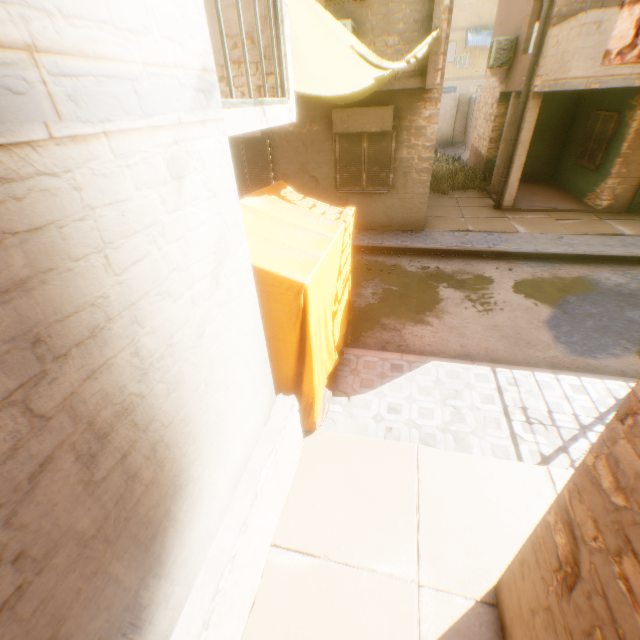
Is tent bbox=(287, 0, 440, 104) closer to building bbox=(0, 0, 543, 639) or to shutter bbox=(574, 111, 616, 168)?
building bbox=(0, 0, 543, 639)

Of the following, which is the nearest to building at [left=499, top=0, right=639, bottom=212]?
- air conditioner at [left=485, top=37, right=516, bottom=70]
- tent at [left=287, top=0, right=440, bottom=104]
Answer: tent at [left=287, top=0, right=440, bottom=104]

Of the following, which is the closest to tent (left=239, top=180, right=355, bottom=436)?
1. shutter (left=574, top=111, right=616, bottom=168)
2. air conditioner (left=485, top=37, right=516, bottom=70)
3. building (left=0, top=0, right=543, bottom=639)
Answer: building (left=0, top=0, right=543, bottom=639)

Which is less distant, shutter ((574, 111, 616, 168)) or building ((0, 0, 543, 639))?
building ((0, 0, 543, 639))

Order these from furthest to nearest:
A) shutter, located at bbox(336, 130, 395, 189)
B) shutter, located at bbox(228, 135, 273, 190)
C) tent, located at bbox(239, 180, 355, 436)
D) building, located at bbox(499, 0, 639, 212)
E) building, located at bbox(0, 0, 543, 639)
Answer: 1. shutter, located at bbox(228, 135, 273, 190)
2. shutter, located at bbox(336, 130, 395, 189)
3. building, located at bbox(499, 0, 639, 212)
4. tent, located at bbox(239, 180, 355, 436)
5. building, located at bbox(0, 0, 543, 639)

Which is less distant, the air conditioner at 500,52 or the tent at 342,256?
the tent at 342,256

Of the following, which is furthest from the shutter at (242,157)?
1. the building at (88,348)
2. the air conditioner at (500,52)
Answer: the air conditioner at (500,52)

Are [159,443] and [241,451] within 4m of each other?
yes
